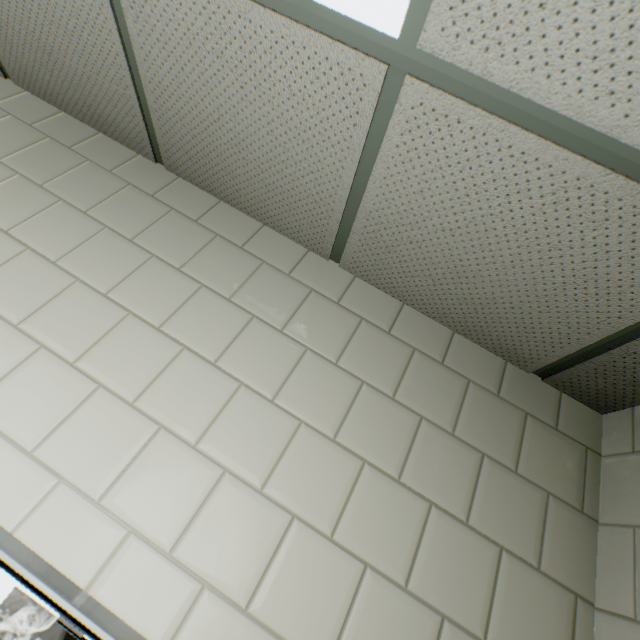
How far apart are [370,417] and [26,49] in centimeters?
222cm
